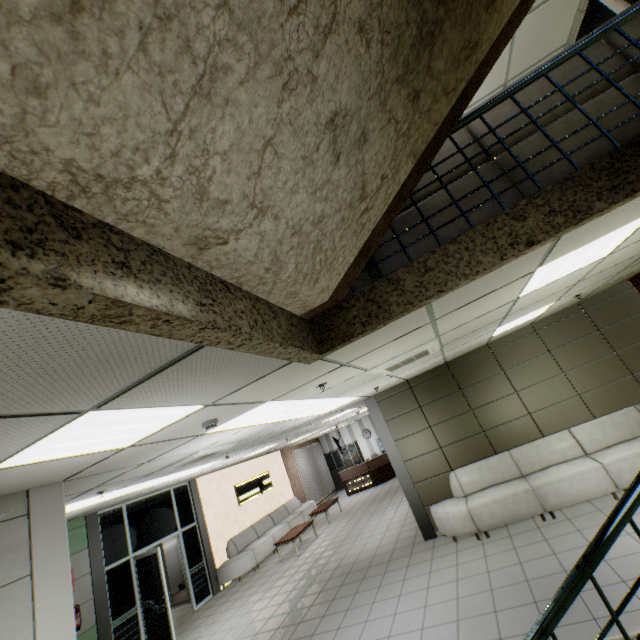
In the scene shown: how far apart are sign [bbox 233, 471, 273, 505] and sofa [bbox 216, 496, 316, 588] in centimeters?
78cm

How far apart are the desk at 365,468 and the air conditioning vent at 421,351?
12.50m

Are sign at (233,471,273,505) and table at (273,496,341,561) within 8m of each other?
yes

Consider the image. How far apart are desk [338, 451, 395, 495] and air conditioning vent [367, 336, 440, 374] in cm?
1250

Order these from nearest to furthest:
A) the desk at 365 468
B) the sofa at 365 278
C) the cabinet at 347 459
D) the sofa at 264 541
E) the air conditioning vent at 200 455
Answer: the sofa at 365 278
the air conditioning vent at 200 455
the sofa at 264 541
the desk at 365 468
the cabinet at 347 459

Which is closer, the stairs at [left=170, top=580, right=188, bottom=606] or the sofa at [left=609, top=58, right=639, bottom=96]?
the sofa at [left=609, top=58, right=639, bottom=96]

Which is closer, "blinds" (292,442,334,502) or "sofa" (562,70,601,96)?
"sofa" (562,70,601,96)

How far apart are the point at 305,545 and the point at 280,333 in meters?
11.5
